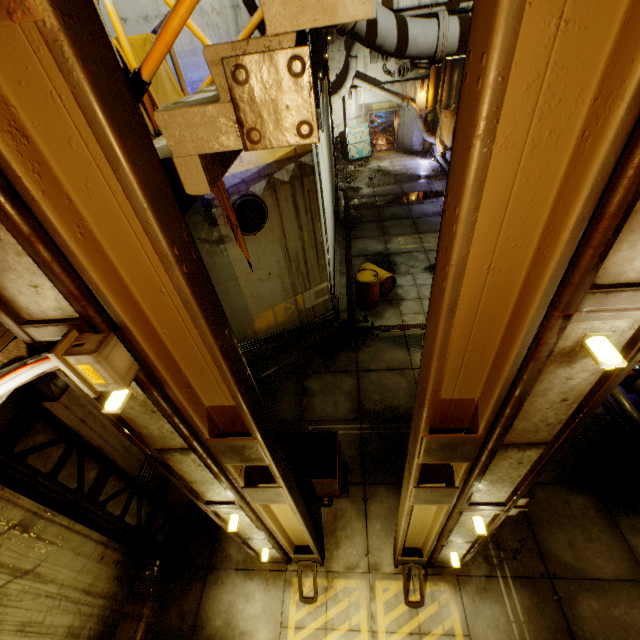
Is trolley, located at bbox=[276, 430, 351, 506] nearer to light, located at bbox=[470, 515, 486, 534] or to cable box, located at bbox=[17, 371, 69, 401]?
light, located at bbox=[470, 515, 486, 534]

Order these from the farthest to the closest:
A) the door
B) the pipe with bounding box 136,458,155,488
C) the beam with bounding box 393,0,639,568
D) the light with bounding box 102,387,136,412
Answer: the door
the pipe with bounding box 136,458,155,488
the light with bounding box 102,387,136,412
the beam with bounding box 393,0,639,568

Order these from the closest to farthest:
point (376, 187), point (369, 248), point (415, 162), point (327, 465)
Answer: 1. point (327, 465)
2. point (369, 248)
3. point (376, 187)
4. point (415, 162)

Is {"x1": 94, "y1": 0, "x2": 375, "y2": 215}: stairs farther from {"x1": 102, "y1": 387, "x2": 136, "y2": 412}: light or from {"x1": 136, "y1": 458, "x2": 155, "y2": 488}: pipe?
{"x1": 136, "y1": 458, "x2": 155, "y2": 488}: pipe

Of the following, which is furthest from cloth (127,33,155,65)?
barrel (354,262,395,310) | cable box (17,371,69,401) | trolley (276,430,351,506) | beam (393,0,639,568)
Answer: barrel (354,262,395,310)

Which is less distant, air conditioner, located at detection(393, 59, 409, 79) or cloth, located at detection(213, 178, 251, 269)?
cloth, located at detection(213, 178, 251, 269)

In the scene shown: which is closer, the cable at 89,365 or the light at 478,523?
the cable at 89,365

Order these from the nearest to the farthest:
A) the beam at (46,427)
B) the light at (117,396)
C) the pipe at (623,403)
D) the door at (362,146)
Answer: the light at (117,396) < the beam at (46,427) < the pipe at (623,403) < the door at (362,146)
